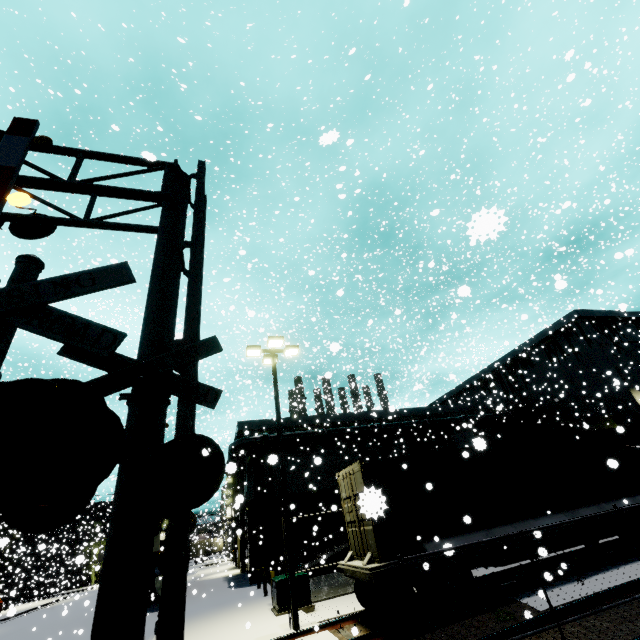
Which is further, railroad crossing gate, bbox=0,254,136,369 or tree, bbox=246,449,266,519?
tree, bbox=246,449,266,519

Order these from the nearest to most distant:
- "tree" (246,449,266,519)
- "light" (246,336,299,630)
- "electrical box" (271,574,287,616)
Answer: "light" (246,336,299,630) → "electrical box" (271,574,287,616) → "tree" (246,449,266,519)

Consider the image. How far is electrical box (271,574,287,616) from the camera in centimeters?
1212cm

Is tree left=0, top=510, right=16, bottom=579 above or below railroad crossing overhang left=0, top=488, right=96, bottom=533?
above

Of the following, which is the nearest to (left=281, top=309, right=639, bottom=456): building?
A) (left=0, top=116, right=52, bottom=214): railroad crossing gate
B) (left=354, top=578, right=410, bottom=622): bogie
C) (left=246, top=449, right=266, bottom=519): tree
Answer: (left=246, top=449, right=266, bottom=519): tree

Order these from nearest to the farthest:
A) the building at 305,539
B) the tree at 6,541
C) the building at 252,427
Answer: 1. the tree at 6,541
2. the building at 305,539
3. the building at 252,427

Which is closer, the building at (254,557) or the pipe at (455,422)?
the building at (254,557)

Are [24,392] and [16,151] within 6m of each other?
yes
